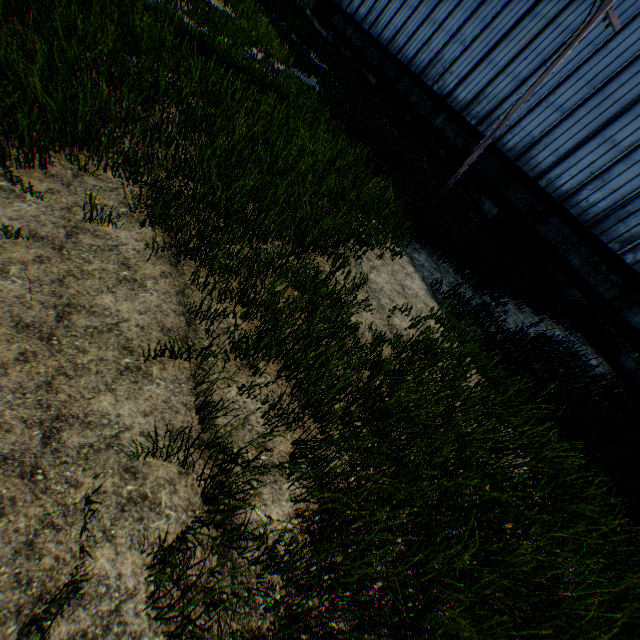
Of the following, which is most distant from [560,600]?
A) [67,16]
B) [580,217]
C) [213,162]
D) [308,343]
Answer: [580,217]

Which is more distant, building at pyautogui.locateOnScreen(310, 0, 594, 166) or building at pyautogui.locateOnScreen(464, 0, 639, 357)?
building at pyautogui.locateOnScreen(310, 0, 594, 166)

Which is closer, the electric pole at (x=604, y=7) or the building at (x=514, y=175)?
the electric pole at (x=604, y=7)

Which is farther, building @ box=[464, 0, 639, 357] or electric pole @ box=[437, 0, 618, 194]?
building @ box=[464, 0, 639, 357]

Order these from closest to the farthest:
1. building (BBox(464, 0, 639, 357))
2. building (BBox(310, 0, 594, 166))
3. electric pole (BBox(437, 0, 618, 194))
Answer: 1. electric pole (BBox(437, 0, 618, 194))
2. building (BBox(464, 0, 639, 357))
3. building (BBox(310, 0, 594, 166))

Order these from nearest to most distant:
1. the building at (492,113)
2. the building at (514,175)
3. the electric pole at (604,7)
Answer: the electric pole at (604,7), the building at (514,175), the building at (492,113)
